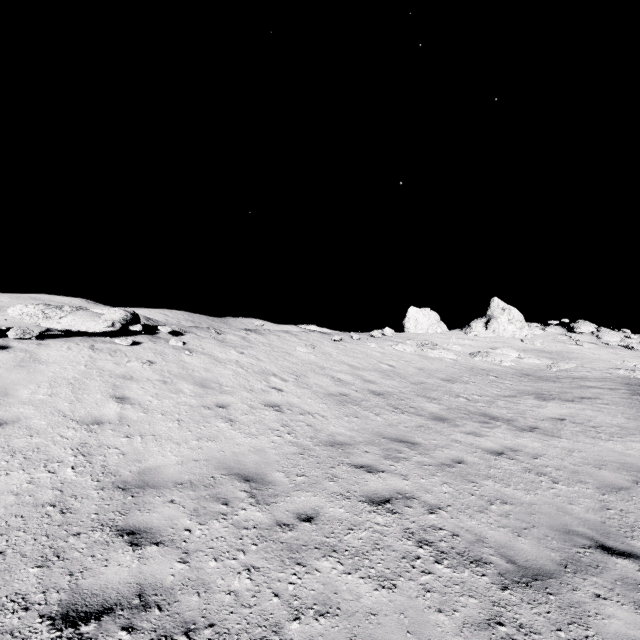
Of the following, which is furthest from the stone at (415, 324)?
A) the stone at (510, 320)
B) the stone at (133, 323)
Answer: the stone at (133, 323)

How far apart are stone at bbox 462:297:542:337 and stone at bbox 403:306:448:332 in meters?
2.7 m

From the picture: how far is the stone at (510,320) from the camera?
21.2m

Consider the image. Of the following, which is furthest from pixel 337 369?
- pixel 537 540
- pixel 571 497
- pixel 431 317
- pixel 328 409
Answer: pixel 431 317

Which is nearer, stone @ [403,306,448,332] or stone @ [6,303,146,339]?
stone @ [6,303,146,339]

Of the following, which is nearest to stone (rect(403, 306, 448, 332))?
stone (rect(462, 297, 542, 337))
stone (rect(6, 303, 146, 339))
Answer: stone (rect(462, 297, 542, 337))

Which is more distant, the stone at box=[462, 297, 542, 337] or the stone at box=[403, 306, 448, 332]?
the stone at box=[403, 306, 448, 332]
